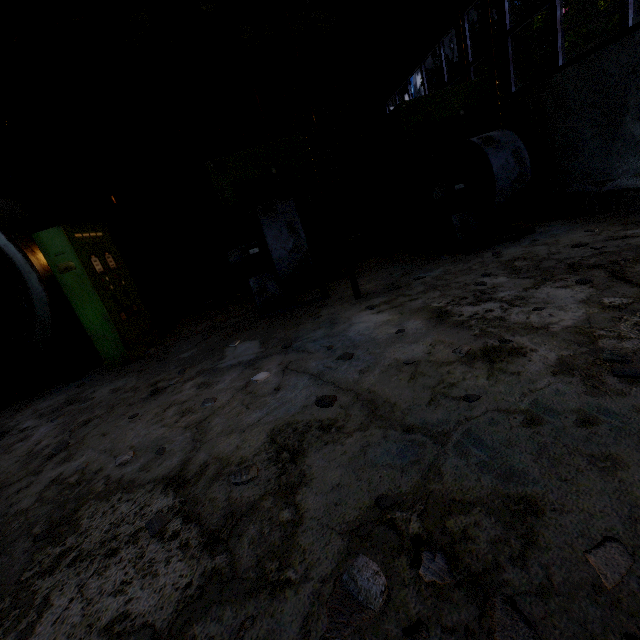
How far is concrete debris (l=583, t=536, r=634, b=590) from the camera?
1.17m

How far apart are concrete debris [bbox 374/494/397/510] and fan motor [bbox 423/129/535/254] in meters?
5.3 m

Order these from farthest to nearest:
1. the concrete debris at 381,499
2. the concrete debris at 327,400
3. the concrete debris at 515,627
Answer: the concrete debris at 327,400 → the concrete debris at 381,499 → the concrete debris at 515,627

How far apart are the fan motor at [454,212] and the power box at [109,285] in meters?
6.1

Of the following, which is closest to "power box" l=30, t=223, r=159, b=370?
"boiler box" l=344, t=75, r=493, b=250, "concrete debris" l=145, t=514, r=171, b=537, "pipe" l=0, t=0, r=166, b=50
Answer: "concrete debris" l=145, t=514, r=171, b=537

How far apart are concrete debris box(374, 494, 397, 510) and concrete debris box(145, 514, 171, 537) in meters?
1.4 m

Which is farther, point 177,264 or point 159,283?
point 177,264

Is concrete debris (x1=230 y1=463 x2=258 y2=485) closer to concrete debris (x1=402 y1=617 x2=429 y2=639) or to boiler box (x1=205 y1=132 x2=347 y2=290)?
concrete debris (x1=402 y1=617 x2=429 y2=639)
